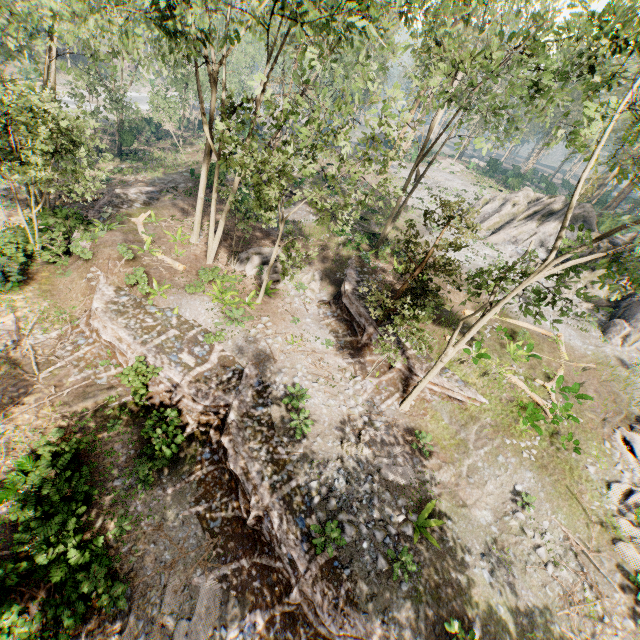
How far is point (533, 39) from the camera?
13.12m

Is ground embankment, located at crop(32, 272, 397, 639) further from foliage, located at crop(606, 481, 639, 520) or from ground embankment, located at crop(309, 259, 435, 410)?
ground embankment, located at crop(309, 259, 435, 410)

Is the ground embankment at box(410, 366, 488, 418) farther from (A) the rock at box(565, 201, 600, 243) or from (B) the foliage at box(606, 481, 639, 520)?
(A) the rock at box(565, 201, 600, 243)

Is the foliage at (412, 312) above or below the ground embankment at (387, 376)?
above

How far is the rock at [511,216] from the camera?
31.36m

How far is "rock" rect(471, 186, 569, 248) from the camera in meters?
31.4 m

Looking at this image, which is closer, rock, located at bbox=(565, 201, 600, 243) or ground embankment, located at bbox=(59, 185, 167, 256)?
ground embankment, located at bbox=(59, 185, 167, 256)

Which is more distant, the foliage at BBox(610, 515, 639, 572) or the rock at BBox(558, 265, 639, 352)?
the rock at BBox(558, 265, 639, 352)
